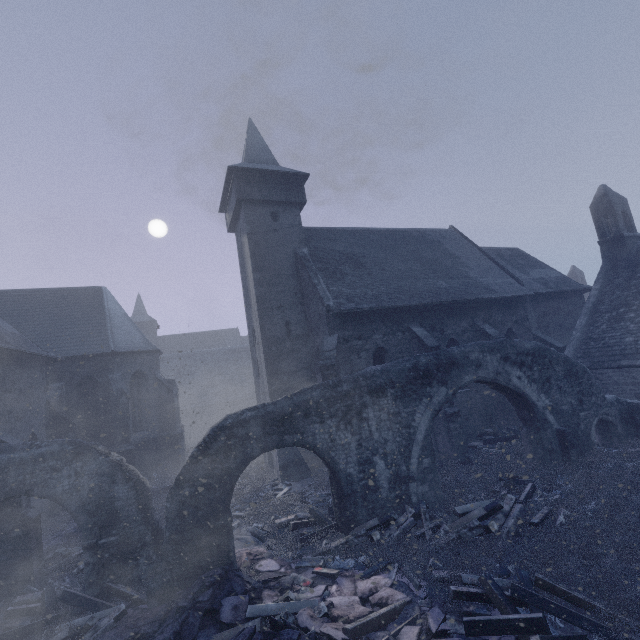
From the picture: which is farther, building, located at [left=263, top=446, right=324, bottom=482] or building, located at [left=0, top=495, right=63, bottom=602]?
building, located at [left=263, top=446, right=324, bottom=482]

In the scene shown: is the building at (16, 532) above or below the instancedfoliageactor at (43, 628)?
above

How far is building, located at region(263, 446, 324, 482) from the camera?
14.3 meters

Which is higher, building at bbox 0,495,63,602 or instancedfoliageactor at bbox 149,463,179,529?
building at bbox 0,495,63,602

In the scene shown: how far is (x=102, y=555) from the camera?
7.95m

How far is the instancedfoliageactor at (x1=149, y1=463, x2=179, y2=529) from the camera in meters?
12.4 m

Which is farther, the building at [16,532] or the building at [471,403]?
the building at [471,403]

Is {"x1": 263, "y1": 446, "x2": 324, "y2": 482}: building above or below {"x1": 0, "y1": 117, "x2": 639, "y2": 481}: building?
below
